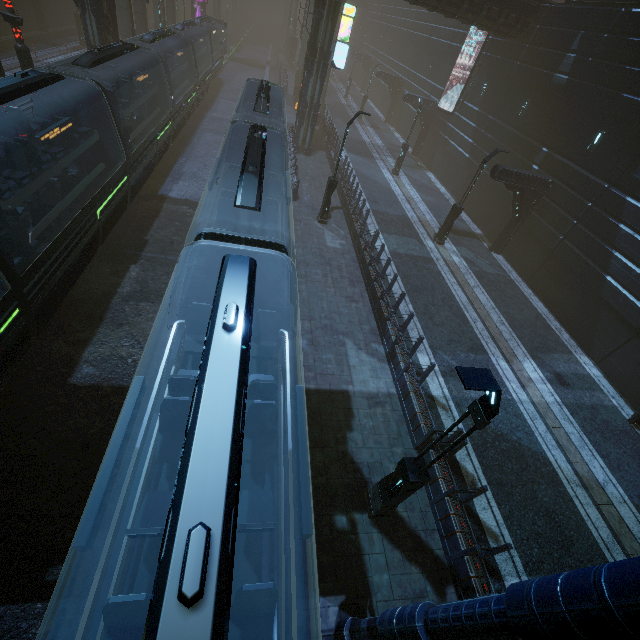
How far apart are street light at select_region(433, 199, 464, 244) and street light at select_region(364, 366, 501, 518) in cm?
1571

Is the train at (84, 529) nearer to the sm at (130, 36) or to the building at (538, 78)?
the building at (538, 78)

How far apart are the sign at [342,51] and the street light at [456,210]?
12.15m

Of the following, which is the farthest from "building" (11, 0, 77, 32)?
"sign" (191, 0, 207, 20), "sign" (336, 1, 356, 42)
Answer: "sign" (191, 0, 207, 20)

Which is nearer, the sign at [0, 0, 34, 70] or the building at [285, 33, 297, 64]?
the sign at [0, 0, 34, 70]

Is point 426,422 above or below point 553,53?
below

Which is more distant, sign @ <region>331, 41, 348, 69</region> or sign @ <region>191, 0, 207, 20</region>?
sign @ <region>191, 0, 207, 20</region>

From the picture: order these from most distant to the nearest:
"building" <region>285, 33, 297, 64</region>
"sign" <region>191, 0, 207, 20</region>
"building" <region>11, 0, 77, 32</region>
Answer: "building" <region>285, 33, 297, 64</region> < "sign" <region>191, 0, 207, 20</region> < "building" <region>11, 0, 77, 32</region>
